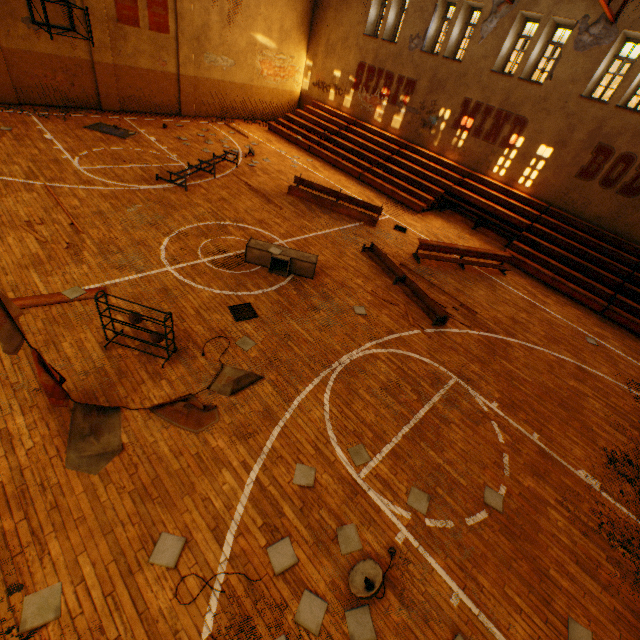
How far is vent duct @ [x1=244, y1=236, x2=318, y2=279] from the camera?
8.8 meters

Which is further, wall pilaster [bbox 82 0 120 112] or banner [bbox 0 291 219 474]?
wall pilaster [bbox 82 0 120 112]

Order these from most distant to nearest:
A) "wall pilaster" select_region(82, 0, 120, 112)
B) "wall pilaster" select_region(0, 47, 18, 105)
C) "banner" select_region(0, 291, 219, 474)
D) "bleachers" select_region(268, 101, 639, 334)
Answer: "wall pilaster" select_region(82, 0, 120, 112) → "wall pilaster" select_region(0, 47, 18, 105) → "bleachers" select_region(268, 101, 639, 334) → "banner" select_region(0, 291, 219, 474)

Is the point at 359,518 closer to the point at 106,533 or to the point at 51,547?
the point at 106,533

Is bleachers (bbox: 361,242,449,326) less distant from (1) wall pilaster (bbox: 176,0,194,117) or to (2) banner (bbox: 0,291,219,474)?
(2) banner (bbox: 0,291,219,474)

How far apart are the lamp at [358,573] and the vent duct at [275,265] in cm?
663

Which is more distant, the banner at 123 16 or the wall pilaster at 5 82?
the banner at 123 16

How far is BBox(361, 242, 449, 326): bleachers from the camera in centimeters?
909cm
